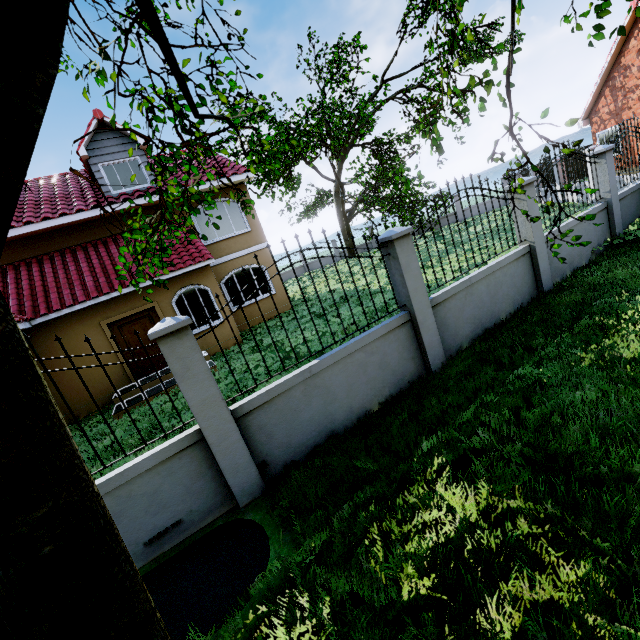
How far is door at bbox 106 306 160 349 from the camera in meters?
10.5

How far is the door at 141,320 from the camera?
10.48m

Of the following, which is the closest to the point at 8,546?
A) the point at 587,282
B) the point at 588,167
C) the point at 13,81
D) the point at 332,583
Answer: the point at 13,81

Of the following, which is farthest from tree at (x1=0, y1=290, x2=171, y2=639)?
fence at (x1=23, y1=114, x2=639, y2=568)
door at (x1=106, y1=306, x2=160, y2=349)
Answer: door at (x1=106, y1=306, x2=160, y2=349)

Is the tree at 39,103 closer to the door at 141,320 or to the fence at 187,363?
the fence at 187,363

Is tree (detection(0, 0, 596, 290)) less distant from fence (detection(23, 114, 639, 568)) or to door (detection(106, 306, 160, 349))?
fence (detection(23, 114, 639, 568))

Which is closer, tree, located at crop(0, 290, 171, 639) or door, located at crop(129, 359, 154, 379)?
tree, located at crop(0, 290, 171, 639)

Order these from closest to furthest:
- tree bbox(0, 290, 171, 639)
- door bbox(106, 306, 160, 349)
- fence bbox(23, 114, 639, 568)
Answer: tree bbox(0, 290, 171, 639), fence bbox(23, 114, 639, 568), door bbox(106, 306, 160, 349)
